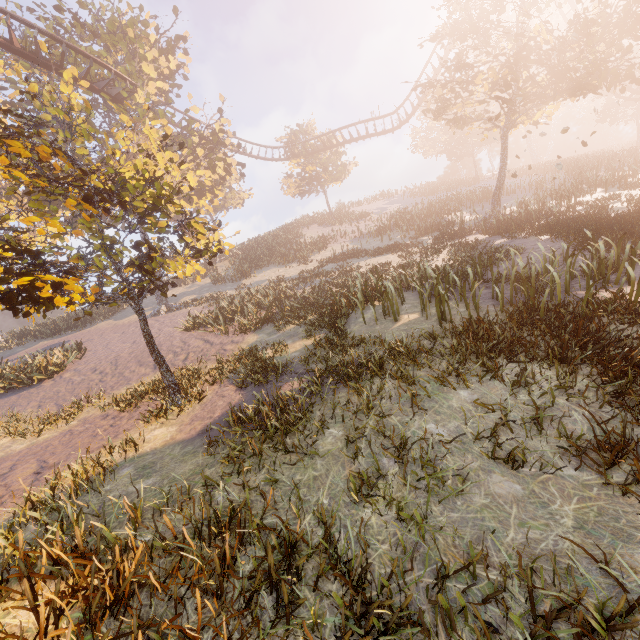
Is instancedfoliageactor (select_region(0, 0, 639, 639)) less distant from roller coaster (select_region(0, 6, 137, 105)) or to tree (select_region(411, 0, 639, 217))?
roller coaster (select_region(0, 6, 137, 105))

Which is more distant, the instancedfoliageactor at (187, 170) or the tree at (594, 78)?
the tree at (594, 78)

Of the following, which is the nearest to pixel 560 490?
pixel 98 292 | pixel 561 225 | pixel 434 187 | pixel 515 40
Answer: pixel 98 292

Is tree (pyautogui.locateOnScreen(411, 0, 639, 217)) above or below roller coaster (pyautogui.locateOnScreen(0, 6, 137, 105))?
below

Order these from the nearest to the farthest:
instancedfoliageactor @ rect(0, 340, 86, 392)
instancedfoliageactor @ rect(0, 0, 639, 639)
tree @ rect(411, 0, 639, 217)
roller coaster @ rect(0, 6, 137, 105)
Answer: instancedfoliageactor @ rect(0, 0, 639, 639), instancedfoliageactor @ rect(0, 340, 86, 392), roller coaster @ rect(0, 6, 137, 105), tree @ rect(411, 0, 639, 217)

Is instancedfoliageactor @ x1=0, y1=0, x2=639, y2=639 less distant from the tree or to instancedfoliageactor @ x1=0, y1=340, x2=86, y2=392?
instancedfoliageactor @ x1=0, y1=340, x2=86, y2=392

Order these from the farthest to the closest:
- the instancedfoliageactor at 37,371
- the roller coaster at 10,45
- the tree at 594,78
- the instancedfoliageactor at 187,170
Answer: the tree at 594,78 < the roller coaster at 10,45 < the instancedfoliageactor at 37,371 < the instancedfoliageactor at 187,170
